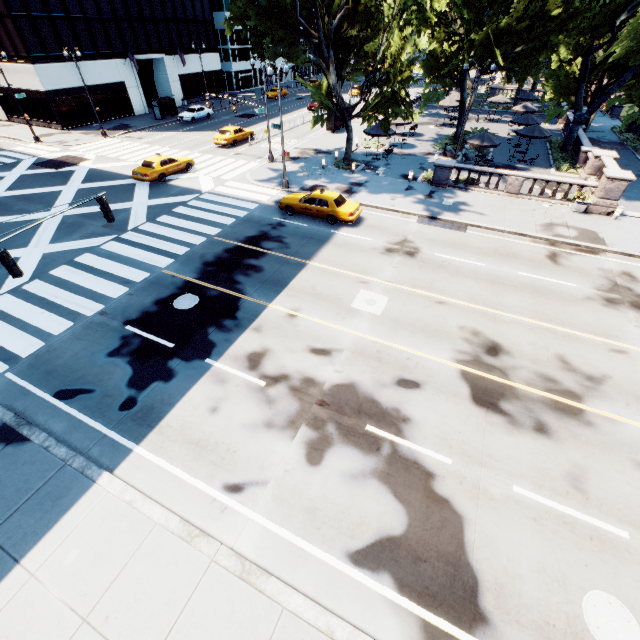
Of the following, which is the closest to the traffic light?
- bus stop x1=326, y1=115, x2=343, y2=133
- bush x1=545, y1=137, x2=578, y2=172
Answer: bus stop x1=326, y1=115, x2=343, y2=133

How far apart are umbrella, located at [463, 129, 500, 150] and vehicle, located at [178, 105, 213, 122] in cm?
3350

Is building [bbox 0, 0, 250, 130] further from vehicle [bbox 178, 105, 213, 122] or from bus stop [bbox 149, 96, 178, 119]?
vehicle [bbox 178, 105, 213, 122]

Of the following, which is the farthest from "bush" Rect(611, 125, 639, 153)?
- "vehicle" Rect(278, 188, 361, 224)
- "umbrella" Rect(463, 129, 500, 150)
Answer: "vehicle" Rect(278, 188, 361, 224)

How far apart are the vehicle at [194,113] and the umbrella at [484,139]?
33.5 meters

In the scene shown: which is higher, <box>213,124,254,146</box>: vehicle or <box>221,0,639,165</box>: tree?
<box>221,0,639,165</box>: tree

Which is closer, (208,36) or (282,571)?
(282,571)

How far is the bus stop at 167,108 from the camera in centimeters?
4031cm
